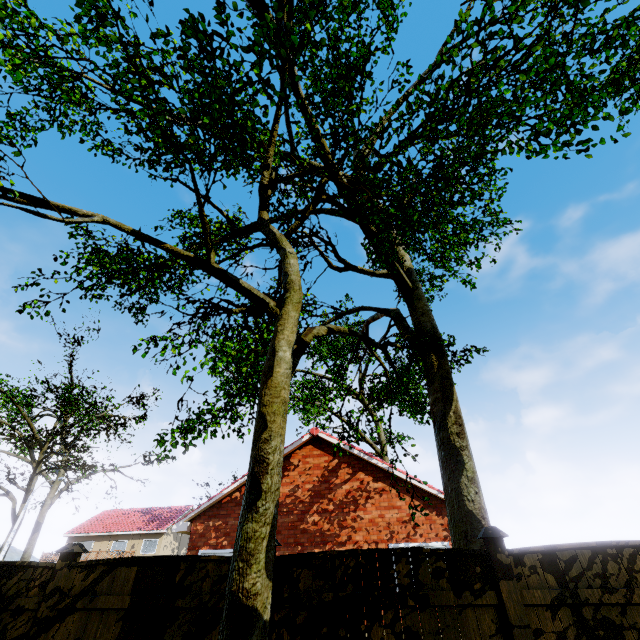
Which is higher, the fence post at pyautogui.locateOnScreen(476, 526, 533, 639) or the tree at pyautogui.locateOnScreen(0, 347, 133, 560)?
the tree at pyautogui.locateOnScreen(0, 347, 133, 560)

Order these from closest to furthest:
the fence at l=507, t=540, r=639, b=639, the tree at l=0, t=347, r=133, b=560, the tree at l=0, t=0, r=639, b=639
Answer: the fence at l=507, t=540, r=639, b=639 < the tree at l=0, t=0, r=639, b=639 < the tree at l=0, t=347, r=133, b=560

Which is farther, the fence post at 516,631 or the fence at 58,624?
the fence at 58,624

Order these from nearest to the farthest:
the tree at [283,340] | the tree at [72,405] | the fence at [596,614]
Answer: the fence at [596,614] → the tree at [283,340] → the tree at [72,405]

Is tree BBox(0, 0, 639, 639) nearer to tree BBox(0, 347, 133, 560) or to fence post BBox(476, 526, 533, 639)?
tree BBox(0, 347, 133, 560)

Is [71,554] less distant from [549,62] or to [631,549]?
[631,549]

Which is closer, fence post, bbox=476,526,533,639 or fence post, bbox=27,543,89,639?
fence post, bbox=476,526,533,639

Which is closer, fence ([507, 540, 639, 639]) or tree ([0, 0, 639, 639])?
fence ([507, 540, 639, 639])
